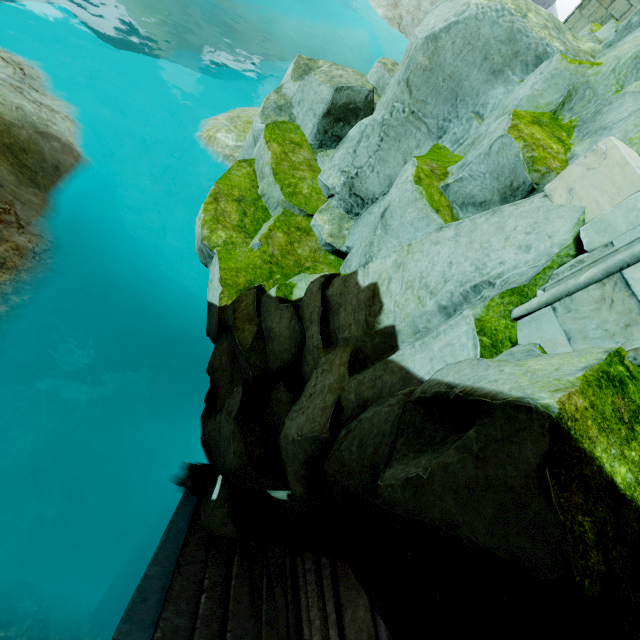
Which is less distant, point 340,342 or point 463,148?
point 340,342

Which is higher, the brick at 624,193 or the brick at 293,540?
the brick at 624,193

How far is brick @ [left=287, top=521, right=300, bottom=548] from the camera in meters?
5.9 m

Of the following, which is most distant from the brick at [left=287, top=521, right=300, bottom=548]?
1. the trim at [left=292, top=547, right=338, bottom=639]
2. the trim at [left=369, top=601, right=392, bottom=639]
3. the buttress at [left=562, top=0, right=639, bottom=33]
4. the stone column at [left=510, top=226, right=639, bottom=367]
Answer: the buttress at [left=562, top=0, right=639, bottom=33]

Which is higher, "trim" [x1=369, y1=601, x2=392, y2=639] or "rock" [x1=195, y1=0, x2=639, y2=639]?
"rock" [x1=195, y1=0, x2=639, y2=639]

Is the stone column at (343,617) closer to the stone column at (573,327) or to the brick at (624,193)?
the stone column at (573,327)

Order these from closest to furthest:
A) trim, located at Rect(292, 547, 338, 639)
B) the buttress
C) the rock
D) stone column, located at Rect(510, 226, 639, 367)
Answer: the rock, stone column, located at Rect(510, 226, 639, 367), trim, located at Rect(292, 547, 338, 639), the buttress

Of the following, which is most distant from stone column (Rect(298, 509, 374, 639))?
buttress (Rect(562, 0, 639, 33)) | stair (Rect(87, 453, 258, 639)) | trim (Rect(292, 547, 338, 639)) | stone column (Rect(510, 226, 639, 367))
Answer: buttress (Rect(562, 0, 639, 33))
